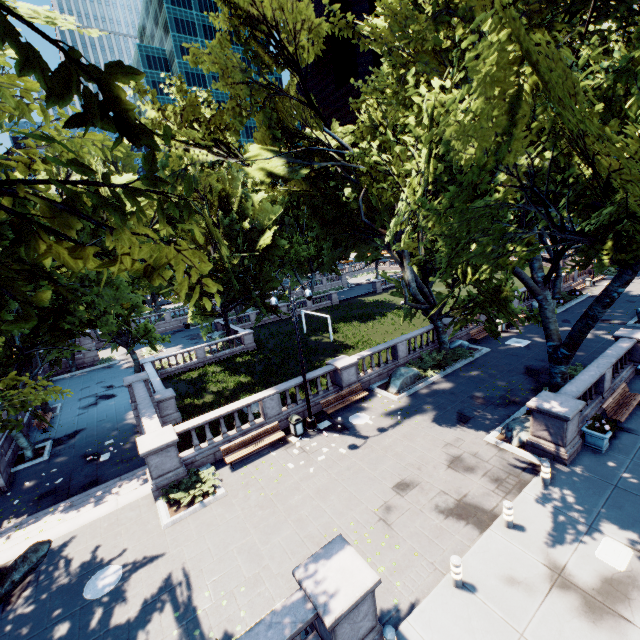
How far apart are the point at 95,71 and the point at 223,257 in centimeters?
2660cm

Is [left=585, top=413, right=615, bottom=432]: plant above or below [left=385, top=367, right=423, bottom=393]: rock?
above

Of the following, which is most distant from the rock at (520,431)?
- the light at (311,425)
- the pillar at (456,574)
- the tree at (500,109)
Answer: the light at (311,425)

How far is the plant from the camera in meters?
12.1 m

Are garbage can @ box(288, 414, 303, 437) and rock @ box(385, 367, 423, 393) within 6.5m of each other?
yes

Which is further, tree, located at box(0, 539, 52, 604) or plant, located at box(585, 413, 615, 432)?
plant, located at box(585, 413, 615, 432)

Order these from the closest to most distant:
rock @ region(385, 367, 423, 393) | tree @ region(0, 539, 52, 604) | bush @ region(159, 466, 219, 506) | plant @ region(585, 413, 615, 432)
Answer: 1. tree @ region(0, 539, 52, 604)
2. plant @ region(585, 413, 615, 432)
3. bush @ region(159, 466, 219, 506)
4. rock @ region(385, 367, 423, 393)

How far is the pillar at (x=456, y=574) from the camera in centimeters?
832cm
